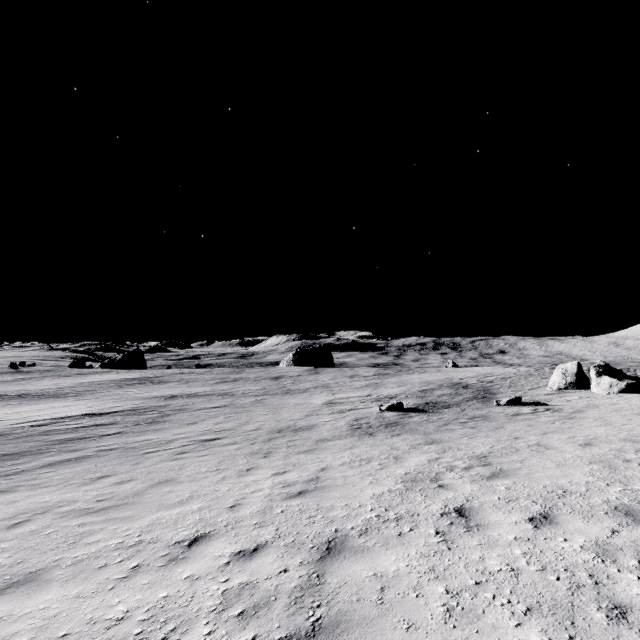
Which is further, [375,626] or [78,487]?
[78,487]
